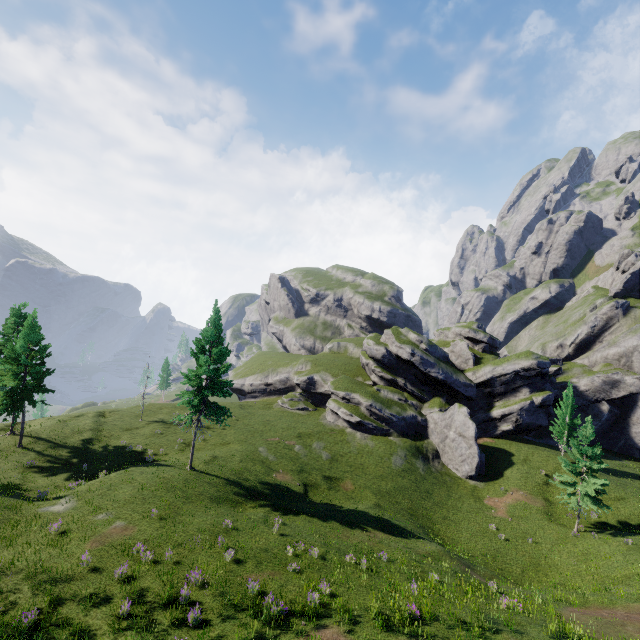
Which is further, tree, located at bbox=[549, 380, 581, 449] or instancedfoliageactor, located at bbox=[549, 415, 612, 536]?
tree, located at bbox=[549, 380, 581, 449]

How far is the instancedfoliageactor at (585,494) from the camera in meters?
29.0 m

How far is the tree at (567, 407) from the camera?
40.56m

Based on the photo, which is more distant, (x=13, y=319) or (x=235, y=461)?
(x=235, y=461)

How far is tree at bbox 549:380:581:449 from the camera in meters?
40.6 m

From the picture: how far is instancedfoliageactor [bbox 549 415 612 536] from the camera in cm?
2905
